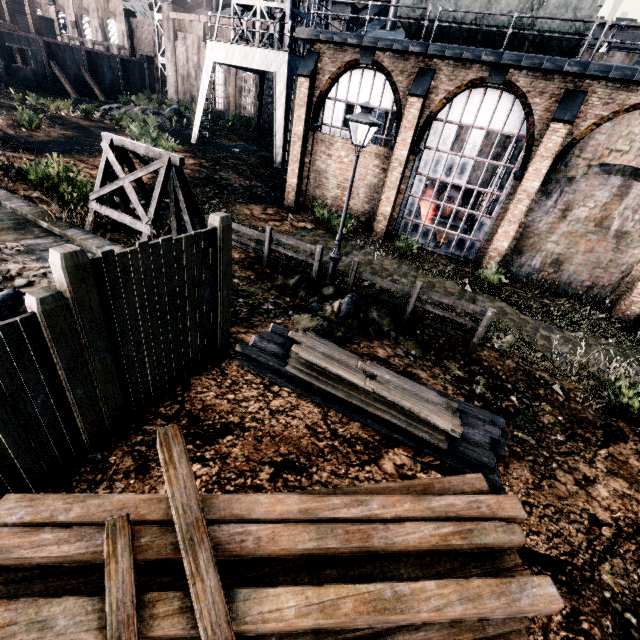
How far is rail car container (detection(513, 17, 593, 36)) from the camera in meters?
12.6 m

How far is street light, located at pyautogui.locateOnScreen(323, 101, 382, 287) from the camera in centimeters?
848cm

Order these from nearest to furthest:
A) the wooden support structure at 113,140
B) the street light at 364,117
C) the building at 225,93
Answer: the street light at 364,117, the wooden support structure at 113,140, the building at 225,93

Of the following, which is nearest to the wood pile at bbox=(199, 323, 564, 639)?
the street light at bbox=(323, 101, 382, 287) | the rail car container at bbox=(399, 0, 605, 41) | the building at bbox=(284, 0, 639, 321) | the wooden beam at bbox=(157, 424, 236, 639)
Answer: the wooden beam at bbox=(157, 424, 236, 639)

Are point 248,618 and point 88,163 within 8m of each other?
no

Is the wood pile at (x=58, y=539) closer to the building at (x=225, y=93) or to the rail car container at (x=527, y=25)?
the rail car container at (x=527, y=25)

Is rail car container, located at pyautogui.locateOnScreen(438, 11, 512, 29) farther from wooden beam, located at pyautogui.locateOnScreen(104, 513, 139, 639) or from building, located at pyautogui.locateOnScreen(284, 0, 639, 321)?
wooden beam, located at pyautogui.locateOnScreen(104, 513, 139, 639)

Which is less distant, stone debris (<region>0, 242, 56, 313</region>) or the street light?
stone debris (<region>0, 242, 56, 313</region>)
